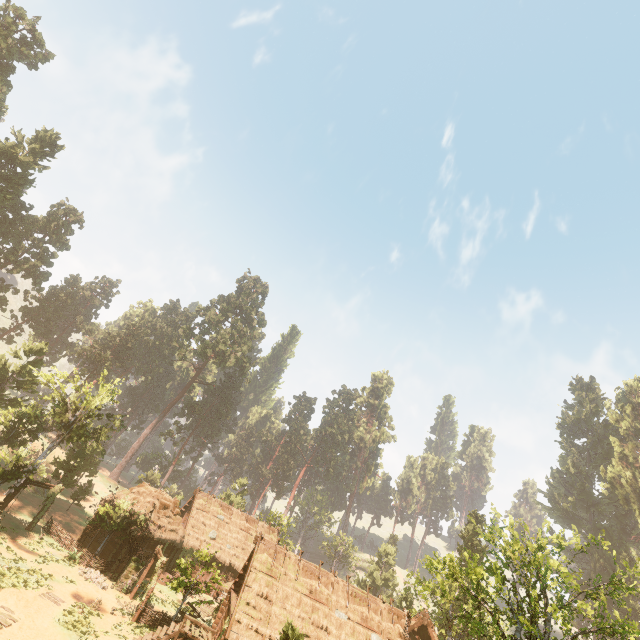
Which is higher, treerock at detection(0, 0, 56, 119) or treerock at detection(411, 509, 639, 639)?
treerock at detection(0, 0, 56, 119)

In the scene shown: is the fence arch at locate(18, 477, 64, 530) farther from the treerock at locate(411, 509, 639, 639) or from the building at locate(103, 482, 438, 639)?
the treerock at locate(411, 509, 639, 639)

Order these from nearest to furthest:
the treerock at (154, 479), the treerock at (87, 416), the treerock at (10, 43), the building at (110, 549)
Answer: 1. the treerock at (87, 416)
2. the building at (110, 549)
3. the treerock at (10, 43)
4. the treerock at (154, 479)

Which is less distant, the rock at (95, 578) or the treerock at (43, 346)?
the rock at (95, 578)

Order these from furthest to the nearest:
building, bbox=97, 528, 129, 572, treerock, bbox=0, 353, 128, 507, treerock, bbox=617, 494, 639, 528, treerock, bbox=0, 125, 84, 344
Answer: treerock, bbox=617, 494, 639, 528 → treerock, bbox=0, 125, 84, 344 → building, bbox=97, 528, 129, 572 → treerock, bbox=0, 353, 128, 507

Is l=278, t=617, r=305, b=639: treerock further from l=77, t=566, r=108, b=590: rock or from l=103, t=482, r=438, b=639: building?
l=77, t=566, r=108, b=590: rock

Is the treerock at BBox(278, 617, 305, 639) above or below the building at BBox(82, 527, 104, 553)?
above

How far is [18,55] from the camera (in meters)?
44.84
